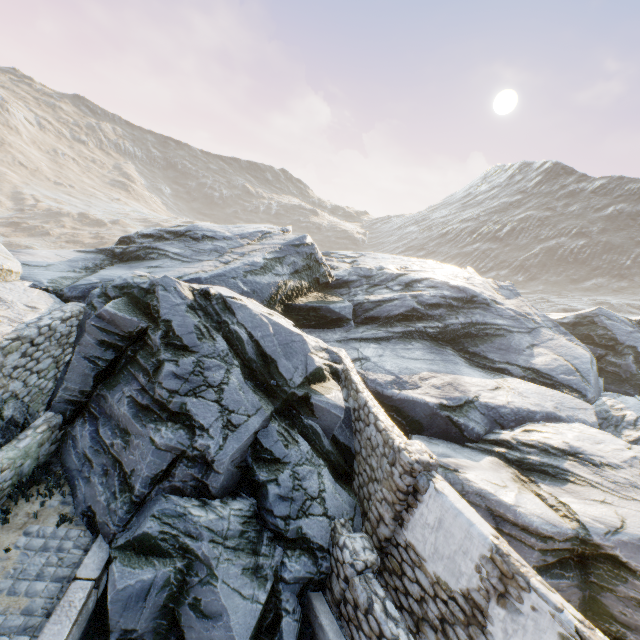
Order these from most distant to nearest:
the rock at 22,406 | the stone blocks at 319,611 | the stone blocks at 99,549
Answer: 1. the rock at 22,406
2. the stone blocks at 319,611
3. the stone blocks at 99,549

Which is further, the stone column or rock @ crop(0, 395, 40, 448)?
rock @ crop(0, 395, 40, 448)

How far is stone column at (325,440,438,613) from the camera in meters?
6.0

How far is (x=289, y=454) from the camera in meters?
7.4 m

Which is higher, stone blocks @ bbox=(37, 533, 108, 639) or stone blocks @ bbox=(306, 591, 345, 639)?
stone blocks @ bbox=(37, 533, 108, 639)

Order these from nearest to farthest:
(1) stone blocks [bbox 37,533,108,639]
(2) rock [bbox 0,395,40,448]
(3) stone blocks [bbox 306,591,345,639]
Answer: (1) stone blocks [bbox 37,533,108,639]
(3) stone blocks [bbox 306,591,345,639]
(2) rock [bbox 0,395,40,448]

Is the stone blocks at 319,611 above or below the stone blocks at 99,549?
below

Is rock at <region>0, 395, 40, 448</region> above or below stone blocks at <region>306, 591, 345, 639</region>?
above
